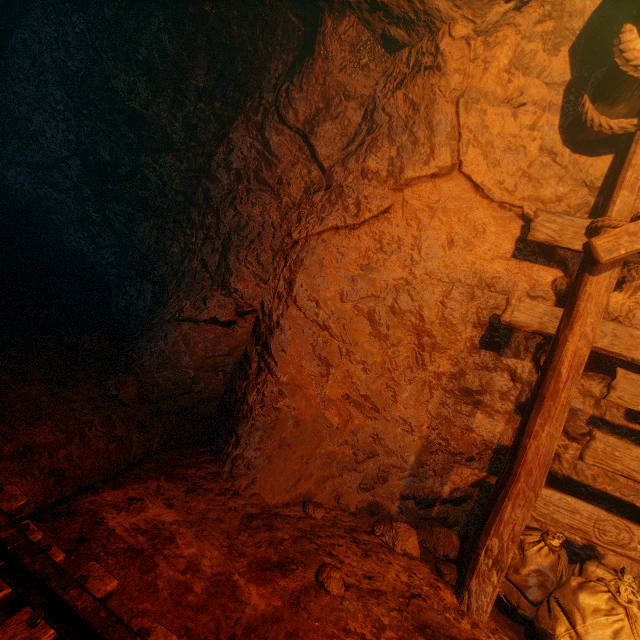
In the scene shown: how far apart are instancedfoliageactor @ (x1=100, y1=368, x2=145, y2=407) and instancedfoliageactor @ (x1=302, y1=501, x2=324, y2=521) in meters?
1.9

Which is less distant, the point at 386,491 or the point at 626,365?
the point at 626,365

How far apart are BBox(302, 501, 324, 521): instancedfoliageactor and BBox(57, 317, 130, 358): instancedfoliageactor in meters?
2.6

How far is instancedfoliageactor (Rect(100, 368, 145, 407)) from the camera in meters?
3.1 m

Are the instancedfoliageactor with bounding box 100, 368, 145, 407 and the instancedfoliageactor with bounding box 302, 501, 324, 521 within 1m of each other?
no

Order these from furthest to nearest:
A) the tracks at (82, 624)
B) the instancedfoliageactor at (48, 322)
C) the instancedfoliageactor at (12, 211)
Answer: the instancedfoliageactor at (12, 211) → the instancedfoliageactor at (48, 322) → the tracks at (82, 624)

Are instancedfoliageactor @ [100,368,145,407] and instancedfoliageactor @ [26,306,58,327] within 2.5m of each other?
yes

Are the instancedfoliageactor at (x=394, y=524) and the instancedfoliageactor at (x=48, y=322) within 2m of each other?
no
